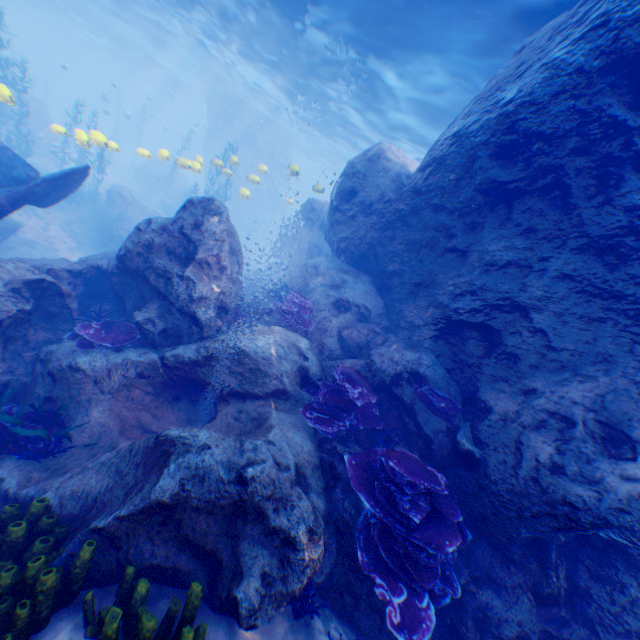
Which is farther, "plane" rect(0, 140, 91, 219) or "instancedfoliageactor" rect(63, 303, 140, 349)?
"plane" rect(0, 140, 91, 219)

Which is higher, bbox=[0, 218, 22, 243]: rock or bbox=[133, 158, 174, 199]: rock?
bbox=[133, 158, 174, 199]: rock

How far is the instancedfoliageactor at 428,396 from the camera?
5.8 meters

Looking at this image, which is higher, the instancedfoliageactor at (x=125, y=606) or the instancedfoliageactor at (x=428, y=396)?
the instancedfoliageactor at (x=428, y=396)

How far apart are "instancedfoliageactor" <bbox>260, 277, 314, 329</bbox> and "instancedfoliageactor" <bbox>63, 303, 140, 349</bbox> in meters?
3.0

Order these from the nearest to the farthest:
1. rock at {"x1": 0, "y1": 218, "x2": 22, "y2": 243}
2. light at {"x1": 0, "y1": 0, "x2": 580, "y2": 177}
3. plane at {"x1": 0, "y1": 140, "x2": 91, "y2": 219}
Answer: plane at {"x1": 0, "y1": 140, "x2": 91, "y2": 219}, light at {"x1": 0, "y1": 0, "x2": 580, "y2": 177}, rock at {"x1": 0, "y1": 218, "x2": 22, "y2": 243}

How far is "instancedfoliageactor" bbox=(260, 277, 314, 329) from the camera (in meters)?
7.86

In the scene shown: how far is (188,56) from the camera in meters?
27.3 m
